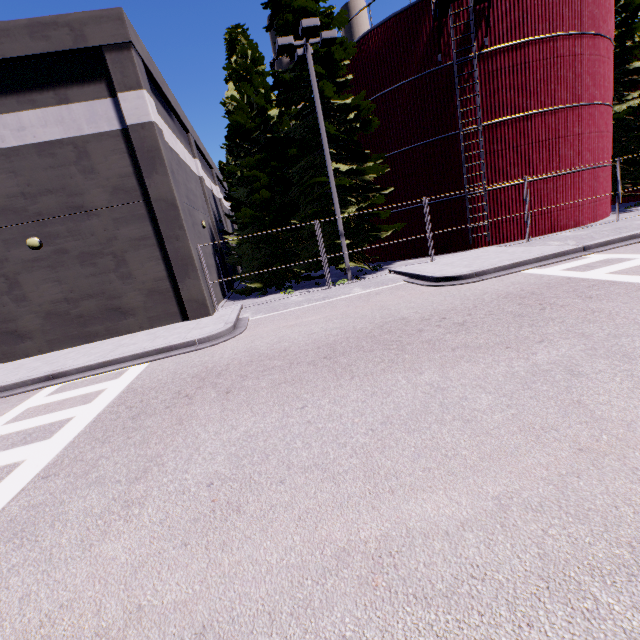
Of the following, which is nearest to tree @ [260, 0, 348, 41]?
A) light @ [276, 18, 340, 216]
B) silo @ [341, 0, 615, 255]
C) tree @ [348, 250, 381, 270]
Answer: light @ [276, 18, 340, 216]

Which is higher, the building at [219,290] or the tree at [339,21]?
the tree at [339,21]

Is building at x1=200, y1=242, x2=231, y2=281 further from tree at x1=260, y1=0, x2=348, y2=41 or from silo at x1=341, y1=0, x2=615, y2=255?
tree at x1=260, y1=0, x2=348, y2=41

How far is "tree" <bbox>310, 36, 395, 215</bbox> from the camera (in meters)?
14.75

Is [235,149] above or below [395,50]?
below

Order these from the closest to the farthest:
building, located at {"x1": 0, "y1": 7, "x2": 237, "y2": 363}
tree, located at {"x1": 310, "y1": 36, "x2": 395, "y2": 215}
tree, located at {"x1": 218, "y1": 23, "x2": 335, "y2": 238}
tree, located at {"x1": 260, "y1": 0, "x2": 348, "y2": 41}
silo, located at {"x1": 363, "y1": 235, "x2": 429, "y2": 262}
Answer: building, located at {"x1": 0, "y1": 7, "x2": 237, "y2": 363}, tree, located at {"x1": 260, "y1": 0, "x2": 348, "y2": 41}, tree, located at {"x1": 310, "y1": 36, "x2": 395, "y2": 215}, tree, located at {"x1": 218, "y1": 23, "x2": 335, "y2": 238}, silo, located at {"x1": 363, "y1": 235, "x2": 429, "y2": 262}

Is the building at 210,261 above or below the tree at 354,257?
above

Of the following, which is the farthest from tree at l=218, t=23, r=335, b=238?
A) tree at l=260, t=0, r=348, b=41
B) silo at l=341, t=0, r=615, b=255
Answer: silo at l=341, t=0, r=615, b=255
